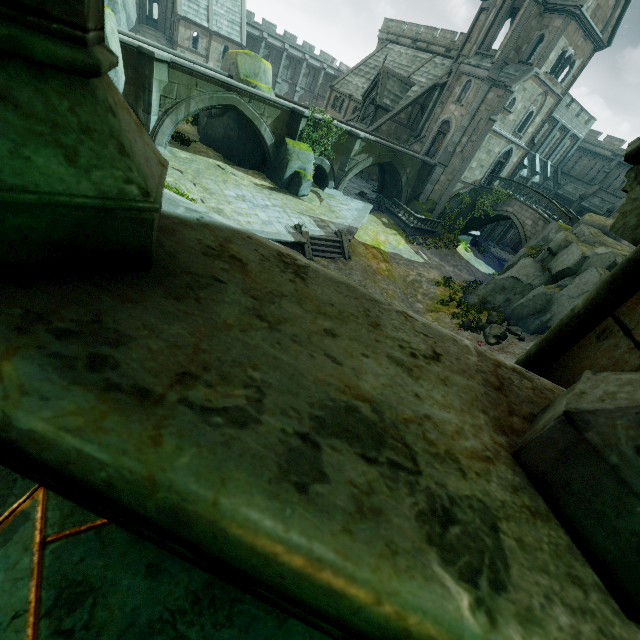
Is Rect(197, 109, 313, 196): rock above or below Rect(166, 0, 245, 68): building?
below

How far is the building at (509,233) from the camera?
41.25m

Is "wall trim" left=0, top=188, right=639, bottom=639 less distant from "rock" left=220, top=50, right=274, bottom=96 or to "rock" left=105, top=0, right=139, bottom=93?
"rock" left=220, top=50, right=274, bottom=96

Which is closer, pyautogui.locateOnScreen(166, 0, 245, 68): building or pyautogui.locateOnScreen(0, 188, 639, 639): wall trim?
pyautogui.locateOnScreen(0, 188, 639, 639): wall trim

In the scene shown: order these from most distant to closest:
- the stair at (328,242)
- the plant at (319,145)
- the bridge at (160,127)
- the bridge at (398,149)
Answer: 1. the bridge at (398,149)
2. the plant at (319,145)
3. the stair at (328,242)
4. the bridge at (160,127)

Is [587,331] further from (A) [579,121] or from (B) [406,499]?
(A) [579,121]

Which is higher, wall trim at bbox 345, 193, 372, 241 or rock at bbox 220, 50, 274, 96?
rock at bbox 220, 50, 274, 96

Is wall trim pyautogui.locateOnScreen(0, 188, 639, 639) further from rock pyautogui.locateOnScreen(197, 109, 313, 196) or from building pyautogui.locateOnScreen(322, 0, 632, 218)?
rock pyautogui.locateOnScreen(197, 109, 313, 196)
